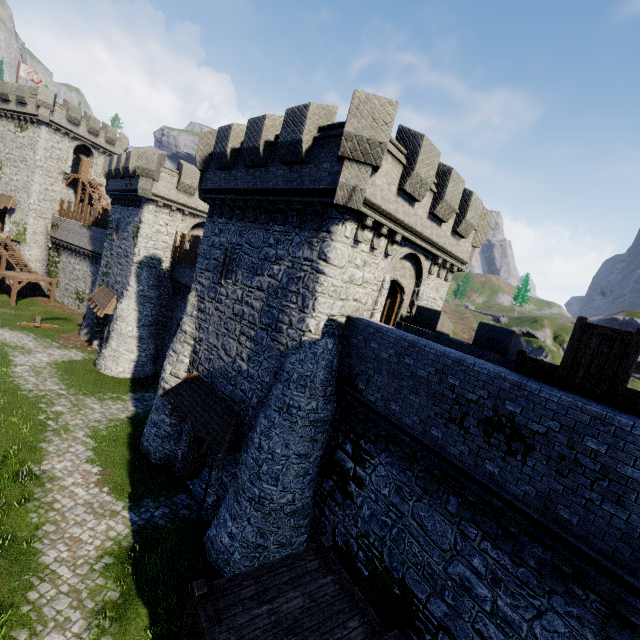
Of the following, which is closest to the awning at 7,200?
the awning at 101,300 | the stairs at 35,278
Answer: the stairs at 35,278

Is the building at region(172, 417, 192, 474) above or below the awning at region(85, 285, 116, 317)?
below

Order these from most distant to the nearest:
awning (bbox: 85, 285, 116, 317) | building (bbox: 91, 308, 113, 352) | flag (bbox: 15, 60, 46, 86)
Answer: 1. flag (bbox: 15, 60, 46, 86)
2. building (bbox: 91, 308, 113, 352)
3. awning (bbox: 85, 285, 116, 317)

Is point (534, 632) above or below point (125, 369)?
above

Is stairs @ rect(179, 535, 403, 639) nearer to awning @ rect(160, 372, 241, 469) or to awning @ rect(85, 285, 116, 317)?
awning @ rect(160, 372, 241, 469)

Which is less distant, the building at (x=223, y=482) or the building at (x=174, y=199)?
the building at (x=174, y=199)

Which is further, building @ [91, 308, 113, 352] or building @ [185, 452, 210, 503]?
building @ [91, 308, 113, 352]

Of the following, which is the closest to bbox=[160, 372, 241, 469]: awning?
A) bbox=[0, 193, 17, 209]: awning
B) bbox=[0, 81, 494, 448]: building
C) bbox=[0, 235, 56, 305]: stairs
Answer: bbox=[0, 81, 494, 448]: building
